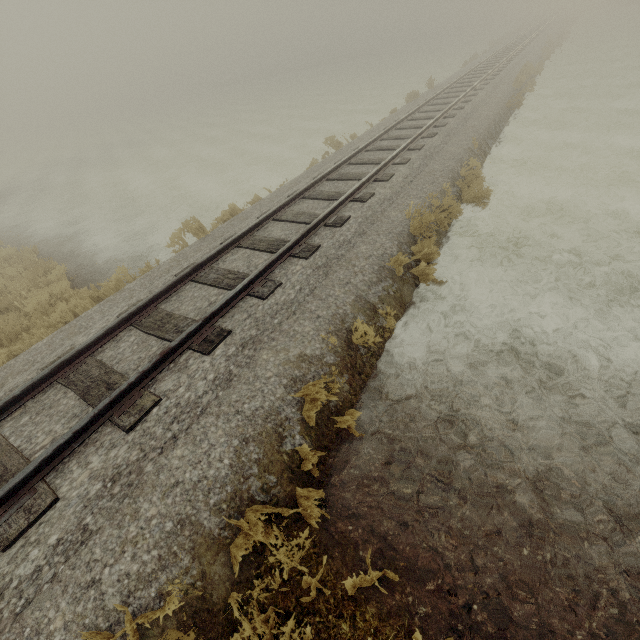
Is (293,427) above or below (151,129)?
above
